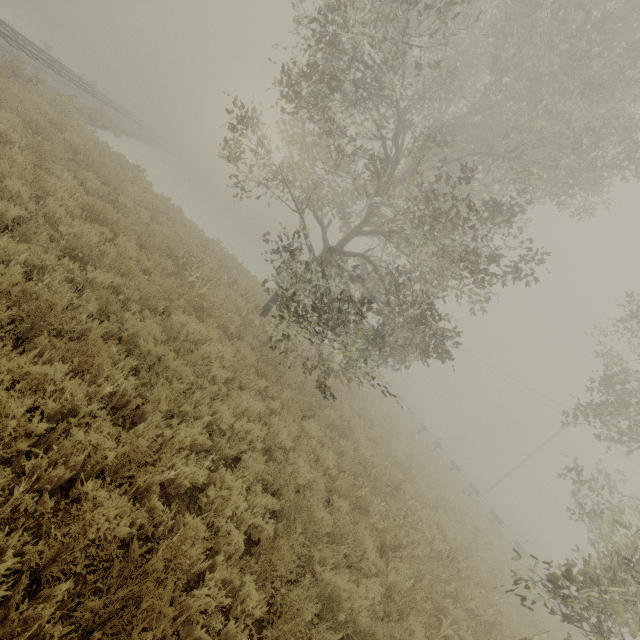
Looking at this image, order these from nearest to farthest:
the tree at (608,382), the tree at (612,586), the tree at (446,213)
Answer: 1. the tree at (612,586)
2. the tree at (446,213)
3. the tree at (608,382)

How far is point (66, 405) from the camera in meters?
3.3 m

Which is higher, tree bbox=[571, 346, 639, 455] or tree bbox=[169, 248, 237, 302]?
tree bbox=[571, 346, 639, 455]

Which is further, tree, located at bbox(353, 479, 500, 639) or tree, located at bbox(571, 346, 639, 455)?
tree, located at bbox(571, 346, 639, 455)

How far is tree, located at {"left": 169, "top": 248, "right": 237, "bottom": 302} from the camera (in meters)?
8.41

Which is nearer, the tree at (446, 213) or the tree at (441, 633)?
the tree at (441, 633)

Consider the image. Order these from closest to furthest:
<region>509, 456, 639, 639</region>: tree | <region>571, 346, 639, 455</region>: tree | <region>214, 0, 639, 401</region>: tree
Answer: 1. <region>509, 456, 639, 639</region>: tree
2. <region>214, 0, 639, 401</region>: tree
3. <region>571, 346, 639, 455</region>: tree
